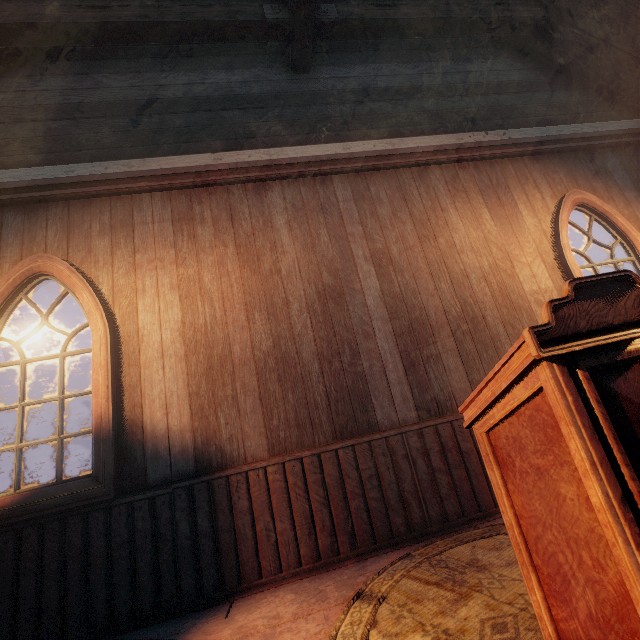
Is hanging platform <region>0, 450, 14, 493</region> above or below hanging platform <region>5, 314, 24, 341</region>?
below

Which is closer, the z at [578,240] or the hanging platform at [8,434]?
the hanging platform at [8,434]

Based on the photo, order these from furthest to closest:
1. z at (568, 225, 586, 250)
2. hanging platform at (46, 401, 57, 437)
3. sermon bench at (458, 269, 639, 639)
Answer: z at (568, 225, 586, 250) → hanging platform at (46, 401, 57, 437) → sermon bench at (458, 269, 639, 639)

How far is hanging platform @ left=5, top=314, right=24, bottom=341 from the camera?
6.6m

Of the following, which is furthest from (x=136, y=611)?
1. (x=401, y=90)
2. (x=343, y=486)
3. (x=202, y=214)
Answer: (x=401, y=90)

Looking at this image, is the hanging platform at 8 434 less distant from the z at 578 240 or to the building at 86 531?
the z at 578 240

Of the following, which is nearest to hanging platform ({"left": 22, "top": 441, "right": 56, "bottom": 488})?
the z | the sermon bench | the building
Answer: the z
